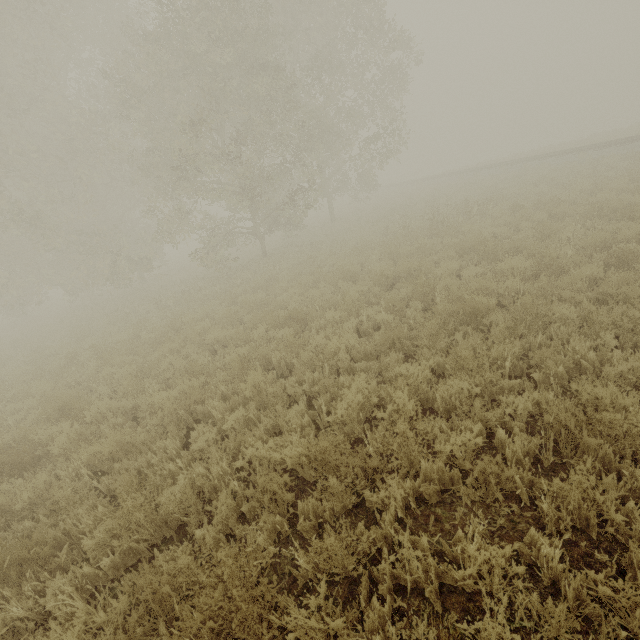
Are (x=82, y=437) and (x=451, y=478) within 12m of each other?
yes
